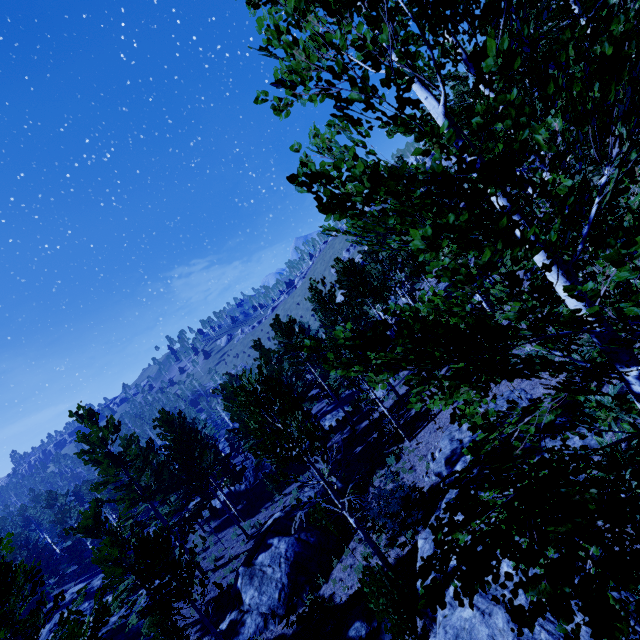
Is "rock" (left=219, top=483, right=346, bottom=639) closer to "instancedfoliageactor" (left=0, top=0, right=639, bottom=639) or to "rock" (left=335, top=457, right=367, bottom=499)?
"instancedfoliageactor" (left=0, top=0, right=639, bottom=639)

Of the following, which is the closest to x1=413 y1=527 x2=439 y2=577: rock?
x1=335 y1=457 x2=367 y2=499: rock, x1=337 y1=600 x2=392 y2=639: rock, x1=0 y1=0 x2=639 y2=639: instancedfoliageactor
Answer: x1=0 y1=0 x2=639 y2=639: instancedfoliageactor

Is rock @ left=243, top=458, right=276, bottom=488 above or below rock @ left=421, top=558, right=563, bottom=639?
below

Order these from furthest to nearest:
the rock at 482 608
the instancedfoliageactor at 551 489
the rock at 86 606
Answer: the rock at 86 606 → the rock at 482 608 → the instancedfoliageactor at 551 489

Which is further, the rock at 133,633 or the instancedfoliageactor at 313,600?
the rock at 133,633

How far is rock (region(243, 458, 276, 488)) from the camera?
29.0 meters

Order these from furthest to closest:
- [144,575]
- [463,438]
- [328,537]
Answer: [328,537] → [463,438] → [144,575]

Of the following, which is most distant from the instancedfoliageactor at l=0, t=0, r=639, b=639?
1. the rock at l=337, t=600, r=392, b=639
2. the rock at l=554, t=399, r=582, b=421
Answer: the rock at l=337, t=600, r=392, b=639
